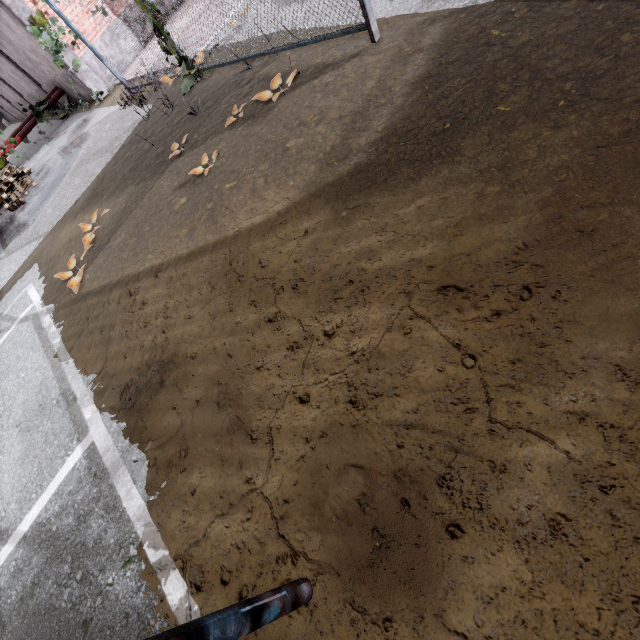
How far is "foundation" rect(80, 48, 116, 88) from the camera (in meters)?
10.12

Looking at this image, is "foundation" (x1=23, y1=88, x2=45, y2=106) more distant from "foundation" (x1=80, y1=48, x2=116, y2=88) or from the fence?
the fence

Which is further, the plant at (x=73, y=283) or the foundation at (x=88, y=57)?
the foundation at (x=88, y=57)

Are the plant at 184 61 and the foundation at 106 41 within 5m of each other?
no

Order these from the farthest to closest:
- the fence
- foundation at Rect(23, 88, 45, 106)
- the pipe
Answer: foundation at Rect(23, 88, 45, 106)
the pipe
the fence

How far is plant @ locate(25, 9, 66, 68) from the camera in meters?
9.1 m

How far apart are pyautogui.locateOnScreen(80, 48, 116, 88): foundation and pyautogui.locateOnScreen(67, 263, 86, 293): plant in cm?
961

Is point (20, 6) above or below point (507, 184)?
above
